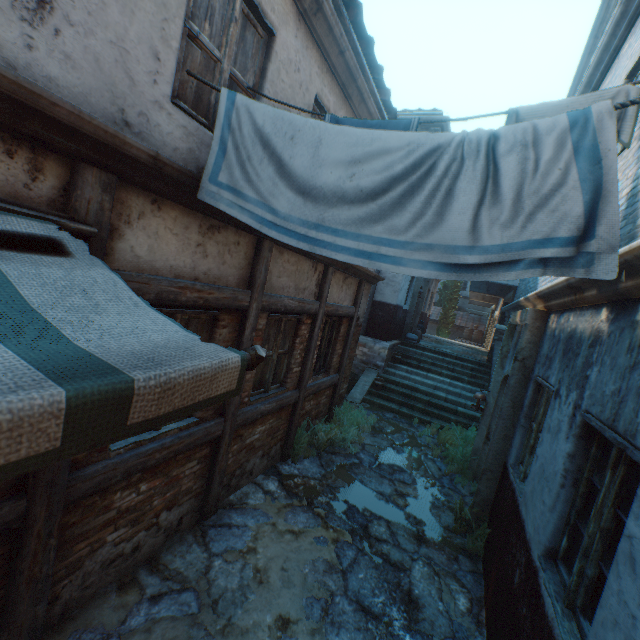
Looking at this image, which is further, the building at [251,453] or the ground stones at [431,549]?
the building at [251,453]

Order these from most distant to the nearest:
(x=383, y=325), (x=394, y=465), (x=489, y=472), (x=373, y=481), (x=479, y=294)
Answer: (x=479, y=294)
(x=383, y=325)
(x=394, y=465)
(x=373, y=481)
(x=489, y=472)

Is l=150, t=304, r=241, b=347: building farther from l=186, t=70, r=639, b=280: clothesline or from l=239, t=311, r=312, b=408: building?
l=186, t=70, r=639, b=280: clothesline

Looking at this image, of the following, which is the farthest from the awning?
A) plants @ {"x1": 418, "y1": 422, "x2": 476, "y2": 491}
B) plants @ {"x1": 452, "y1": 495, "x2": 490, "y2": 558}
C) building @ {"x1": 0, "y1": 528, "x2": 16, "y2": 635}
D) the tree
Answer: the tree

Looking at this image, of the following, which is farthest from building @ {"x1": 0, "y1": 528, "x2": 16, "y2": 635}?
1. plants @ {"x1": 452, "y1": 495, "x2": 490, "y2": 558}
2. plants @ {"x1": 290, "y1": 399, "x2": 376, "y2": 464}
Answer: plants @ {"x1": 452, "y1": 495, "x2": 490, "y2": 558}

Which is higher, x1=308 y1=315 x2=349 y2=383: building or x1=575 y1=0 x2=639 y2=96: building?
x1=575 y1=0 x2=639 y2=96: building

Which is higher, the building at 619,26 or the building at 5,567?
the building at 619,26

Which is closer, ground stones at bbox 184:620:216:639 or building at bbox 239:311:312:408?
ground stones at bbox 184:620:216:639
